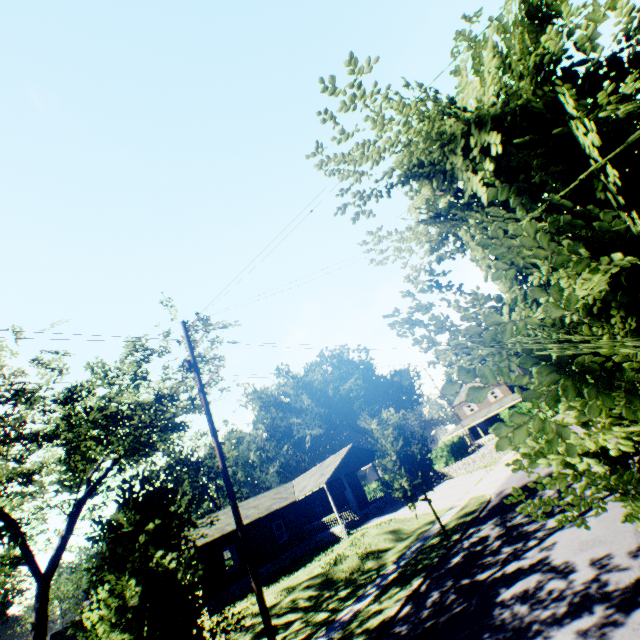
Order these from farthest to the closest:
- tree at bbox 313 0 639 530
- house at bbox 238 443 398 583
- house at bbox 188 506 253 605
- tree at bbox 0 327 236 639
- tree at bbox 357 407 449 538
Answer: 1. house at bbox 238 443 398 583
2. house at bbox 188 506 253 605
3. tree at bbox 357 407 449 538
4. tree at bbox 0 327 236 639
5. tree at bbox 313 0 639 530

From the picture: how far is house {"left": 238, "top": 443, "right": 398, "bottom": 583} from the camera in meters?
27.0 m

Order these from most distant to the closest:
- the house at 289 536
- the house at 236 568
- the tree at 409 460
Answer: the house at 289 536 → the house at 236 568 → the tree at 409 460

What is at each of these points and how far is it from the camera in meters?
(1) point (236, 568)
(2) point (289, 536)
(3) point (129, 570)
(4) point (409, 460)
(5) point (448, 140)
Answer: (1) house, 24.6
(2) house, 28.7
(3) tree, 7.8
(4) tree, 15.8
(5) tree, 2.2

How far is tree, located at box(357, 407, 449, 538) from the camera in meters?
15.1

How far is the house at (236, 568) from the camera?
23.5m

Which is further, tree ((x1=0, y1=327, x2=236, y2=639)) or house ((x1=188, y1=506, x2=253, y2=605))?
house ((x1=188, y1=506, x2=253, y2=605))
